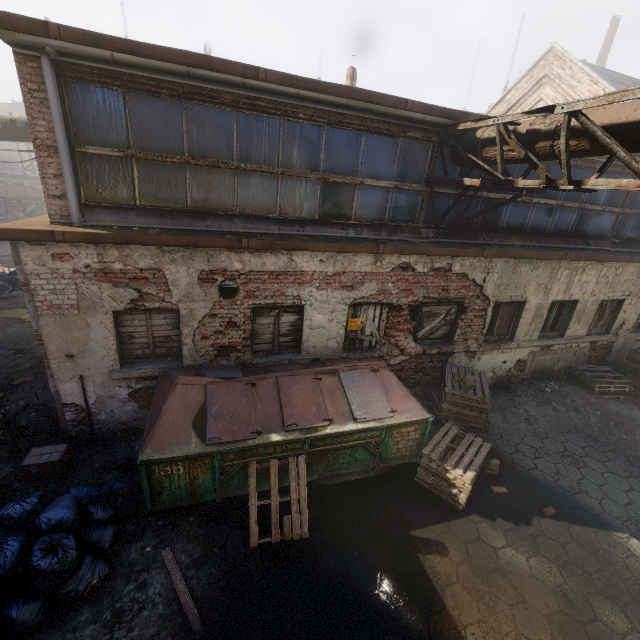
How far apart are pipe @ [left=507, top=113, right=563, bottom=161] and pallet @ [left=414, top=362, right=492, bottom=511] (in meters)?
4.78

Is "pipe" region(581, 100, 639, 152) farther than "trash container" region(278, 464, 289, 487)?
No

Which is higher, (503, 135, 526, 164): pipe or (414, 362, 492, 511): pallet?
(503, 135, 526, 164): pipe

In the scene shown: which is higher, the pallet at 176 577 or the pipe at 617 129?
the pipe at 617 129

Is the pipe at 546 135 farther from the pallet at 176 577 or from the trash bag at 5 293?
the trash bag at 5 293

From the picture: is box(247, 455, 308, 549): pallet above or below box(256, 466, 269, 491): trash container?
below

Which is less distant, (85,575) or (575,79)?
(85,575)

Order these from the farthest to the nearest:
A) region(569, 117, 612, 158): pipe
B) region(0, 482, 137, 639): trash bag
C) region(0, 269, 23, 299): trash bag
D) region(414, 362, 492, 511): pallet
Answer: region(0, 269, 23, 299): trash bag
region(414, 362, 492, 511): pallet
region(569, 117, 612, 158): pipe
region(0, 482, 137, 639): trash bag
